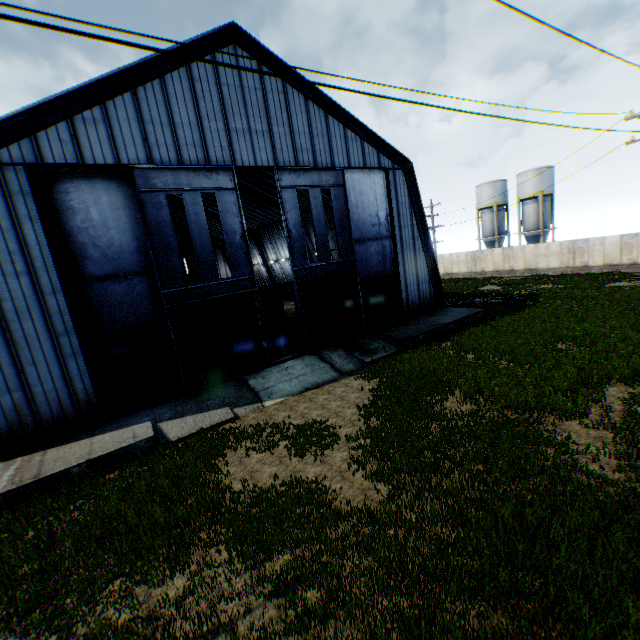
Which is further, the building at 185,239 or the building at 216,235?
the building at 185,239

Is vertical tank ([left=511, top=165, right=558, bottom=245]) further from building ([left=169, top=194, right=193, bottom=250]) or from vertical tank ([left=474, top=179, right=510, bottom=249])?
building ([left=169, top=194, right=193, bottom=250])

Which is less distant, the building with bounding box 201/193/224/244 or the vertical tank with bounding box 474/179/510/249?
the building with bounding box 201/193/224/244

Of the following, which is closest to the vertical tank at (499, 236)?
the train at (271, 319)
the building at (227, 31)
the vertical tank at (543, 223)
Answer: the vertical tank at (543, 223)

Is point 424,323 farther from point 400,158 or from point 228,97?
point 228,97

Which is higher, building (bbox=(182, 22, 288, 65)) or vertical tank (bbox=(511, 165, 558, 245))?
building (bbox=(182, 22, 288, 65))

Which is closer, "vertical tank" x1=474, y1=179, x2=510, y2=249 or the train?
the train

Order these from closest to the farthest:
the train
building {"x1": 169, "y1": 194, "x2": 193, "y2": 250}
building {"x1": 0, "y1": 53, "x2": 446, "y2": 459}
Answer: building {"x1": 0, "y1": 53, "x2": 446, "y2": 459} < the train < building {"x1": 169, "y1": 194, "x2": 193, "y2": 250}
